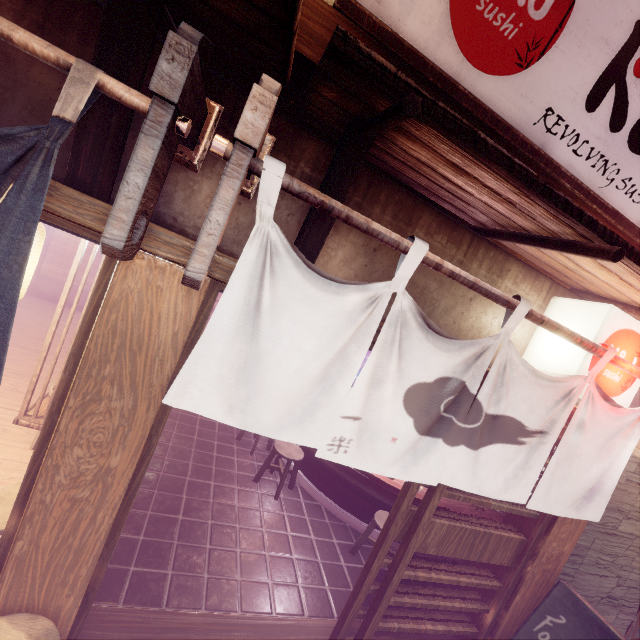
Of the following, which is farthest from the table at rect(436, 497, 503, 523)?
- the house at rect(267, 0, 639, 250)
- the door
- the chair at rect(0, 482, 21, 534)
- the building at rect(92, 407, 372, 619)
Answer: the chair at rect(0, 482, 21, 534)

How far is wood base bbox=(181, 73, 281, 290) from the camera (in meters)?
2.29

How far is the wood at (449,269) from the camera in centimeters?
318cm

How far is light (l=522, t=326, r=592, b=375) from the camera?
4.2m

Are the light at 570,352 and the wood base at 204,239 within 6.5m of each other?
yes

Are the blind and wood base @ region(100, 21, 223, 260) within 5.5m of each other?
no

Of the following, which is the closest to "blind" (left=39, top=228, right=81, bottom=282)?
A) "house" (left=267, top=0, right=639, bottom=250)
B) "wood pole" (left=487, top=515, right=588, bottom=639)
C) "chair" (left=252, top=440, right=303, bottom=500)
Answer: "chair" (left=252, top=440, right=303, bottom=500)

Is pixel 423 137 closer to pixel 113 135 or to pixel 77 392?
pixel 113 135
